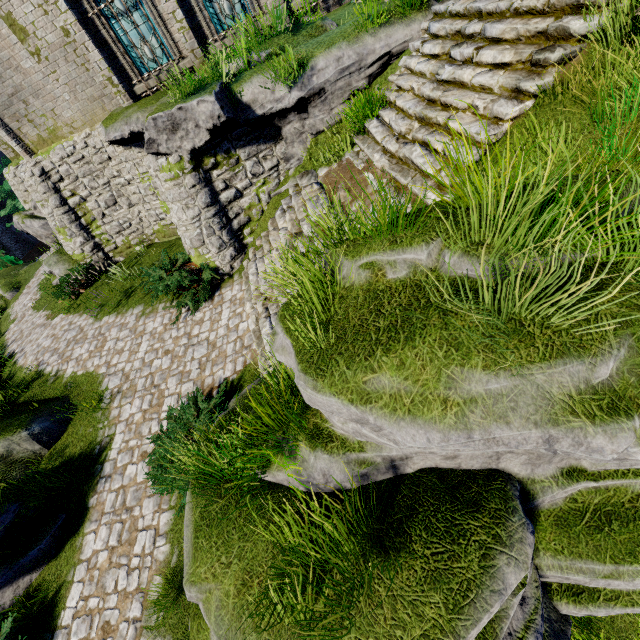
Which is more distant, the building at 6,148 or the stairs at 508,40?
the building at 6,148

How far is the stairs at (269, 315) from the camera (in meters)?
7.05

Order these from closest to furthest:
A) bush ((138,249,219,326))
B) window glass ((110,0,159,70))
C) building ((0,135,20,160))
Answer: bush ((138,249,219,326)), window glass ((110,0,159,70)), building ((0,135,20,160))

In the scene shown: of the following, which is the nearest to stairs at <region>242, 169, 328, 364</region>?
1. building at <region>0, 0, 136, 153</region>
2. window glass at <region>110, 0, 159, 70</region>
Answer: building at <region>0, 0, 136, 153</region>

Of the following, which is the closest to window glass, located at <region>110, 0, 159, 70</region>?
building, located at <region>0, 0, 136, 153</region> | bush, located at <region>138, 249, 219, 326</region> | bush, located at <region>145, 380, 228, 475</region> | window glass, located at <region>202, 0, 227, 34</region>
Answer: building, located at <region>0, 0, 136, 153</region>

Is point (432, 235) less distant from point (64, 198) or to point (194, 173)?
point (194, 173)

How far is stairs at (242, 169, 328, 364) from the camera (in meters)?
7.05

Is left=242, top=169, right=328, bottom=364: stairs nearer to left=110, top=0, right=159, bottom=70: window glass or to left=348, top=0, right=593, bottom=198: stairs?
left=348, top=0, right=593, bottom=198: stairs
